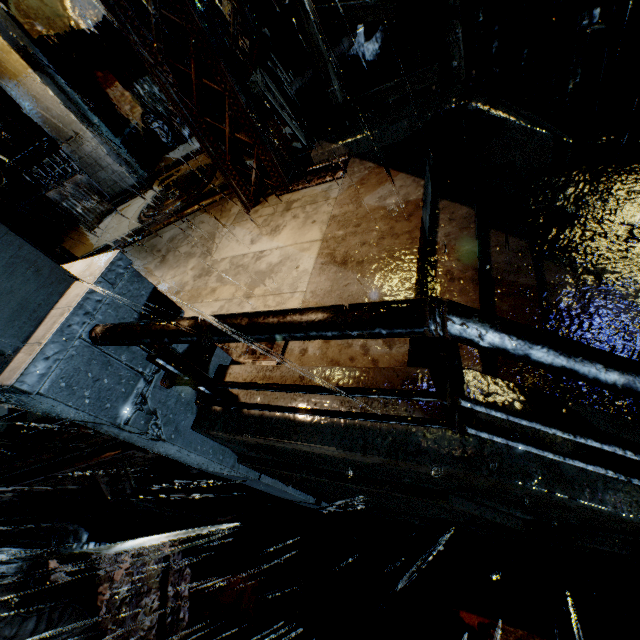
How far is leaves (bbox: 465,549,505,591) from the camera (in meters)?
4.80

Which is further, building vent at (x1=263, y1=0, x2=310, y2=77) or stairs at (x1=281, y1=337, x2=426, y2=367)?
building vent at (x1=263, y1=0, x2=310, y2=77)

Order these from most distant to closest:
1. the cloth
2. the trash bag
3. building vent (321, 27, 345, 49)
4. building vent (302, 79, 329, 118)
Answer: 1. the trash bag
2. building vent (302, 79, 329, 118)
3. building vent (321, 27, 345, 49)
4. the cloth

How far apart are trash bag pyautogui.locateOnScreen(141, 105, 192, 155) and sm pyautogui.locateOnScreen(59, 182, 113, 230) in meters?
2.5

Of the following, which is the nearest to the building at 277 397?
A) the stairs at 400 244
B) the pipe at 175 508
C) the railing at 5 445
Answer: the stairs at 400 244

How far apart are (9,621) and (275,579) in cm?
477

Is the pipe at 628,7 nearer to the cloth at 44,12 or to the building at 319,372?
the building at 319,372

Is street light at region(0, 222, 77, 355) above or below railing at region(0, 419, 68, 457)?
above
